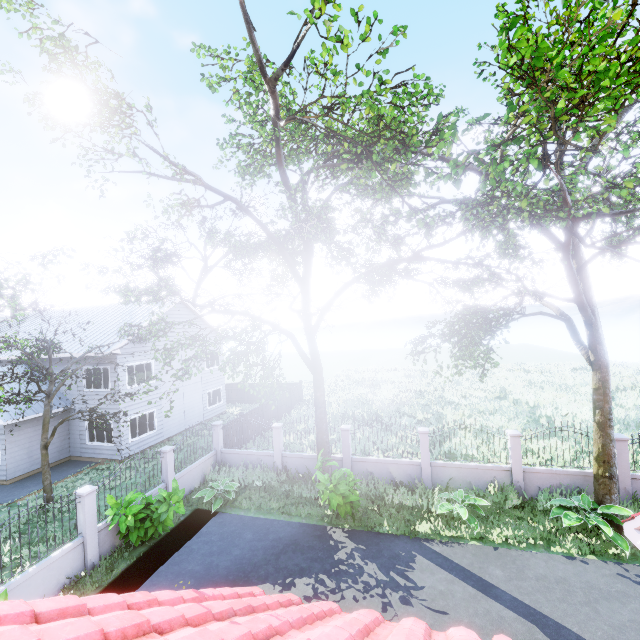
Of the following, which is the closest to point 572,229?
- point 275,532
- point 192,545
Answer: point 275,532

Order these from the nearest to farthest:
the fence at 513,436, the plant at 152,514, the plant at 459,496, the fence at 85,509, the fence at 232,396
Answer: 1. the fence at 85,509
2. the plant at 152,514
3. the plant at 459,496
4. the fence at 513,436
5. the fence at 232,396

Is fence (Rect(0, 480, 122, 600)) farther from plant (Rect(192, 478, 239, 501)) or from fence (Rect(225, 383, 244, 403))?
fence (Rect(225, 383, 244, 403))

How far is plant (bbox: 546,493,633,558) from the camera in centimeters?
931cm

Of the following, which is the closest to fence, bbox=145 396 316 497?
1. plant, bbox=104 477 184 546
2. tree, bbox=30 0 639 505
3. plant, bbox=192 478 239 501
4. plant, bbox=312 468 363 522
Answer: plant, bbox=104 477 184 546

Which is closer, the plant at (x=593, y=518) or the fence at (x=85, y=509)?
the fence at (x=85, y=509)

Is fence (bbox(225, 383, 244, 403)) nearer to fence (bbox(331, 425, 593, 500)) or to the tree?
the tree

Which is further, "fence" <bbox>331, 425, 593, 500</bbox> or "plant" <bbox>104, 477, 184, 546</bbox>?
"fence" <bbox>331, 425, 593, 500</bbox>
